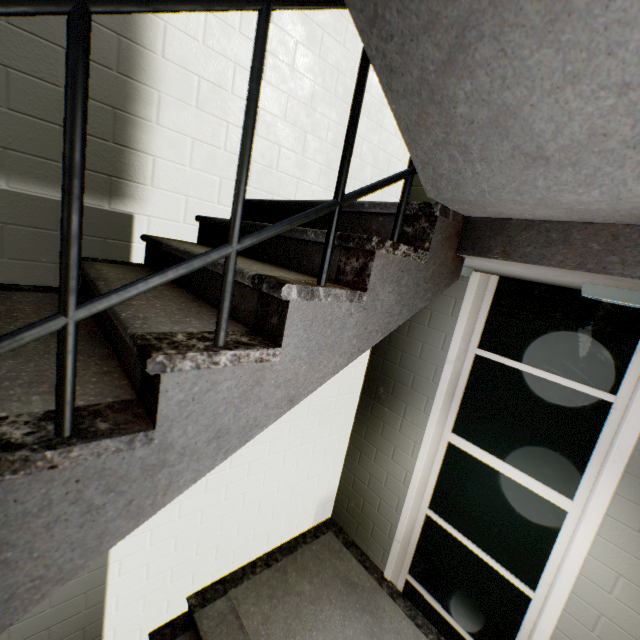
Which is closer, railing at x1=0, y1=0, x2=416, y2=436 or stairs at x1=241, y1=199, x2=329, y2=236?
railing at x1=0, y1=0, x2=416, y2=436

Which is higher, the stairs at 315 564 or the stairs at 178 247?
the stairs at 178 247

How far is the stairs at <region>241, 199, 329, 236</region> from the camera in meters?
1.6

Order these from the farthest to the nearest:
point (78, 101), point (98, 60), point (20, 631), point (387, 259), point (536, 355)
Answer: point (536, 355) < point (20, 631) < point (98, 60) < point (387, 259) < point (78, 101)

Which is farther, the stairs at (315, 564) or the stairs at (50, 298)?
the stairs at (315, 564)

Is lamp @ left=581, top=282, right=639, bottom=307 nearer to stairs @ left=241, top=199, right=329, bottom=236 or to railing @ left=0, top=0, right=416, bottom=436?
stairs @ left=241, top=199, right=329, bottom=236
